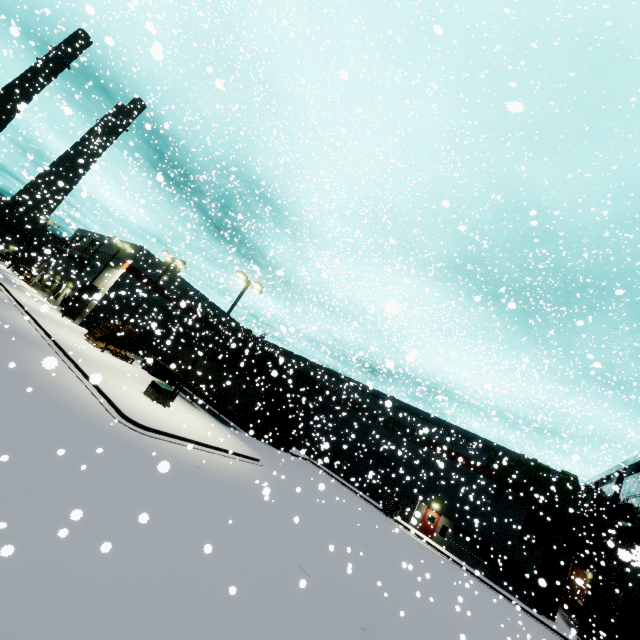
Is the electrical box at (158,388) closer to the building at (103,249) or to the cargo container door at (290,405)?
the cargo container door at (290,405)

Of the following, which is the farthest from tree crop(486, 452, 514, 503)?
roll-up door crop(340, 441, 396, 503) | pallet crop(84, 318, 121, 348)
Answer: pallet crop(84, 318, 121, 348)

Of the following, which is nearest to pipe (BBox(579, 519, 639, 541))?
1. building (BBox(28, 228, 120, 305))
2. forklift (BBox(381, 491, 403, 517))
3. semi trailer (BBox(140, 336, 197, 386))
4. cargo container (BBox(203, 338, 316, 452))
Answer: building (BBox(28, 228, 120, 305))

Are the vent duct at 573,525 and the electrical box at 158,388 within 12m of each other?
no

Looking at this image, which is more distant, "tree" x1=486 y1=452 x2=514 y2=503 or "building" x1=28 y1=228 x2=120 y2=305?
"building" x1=28 y1=228 x2=120 y2=305

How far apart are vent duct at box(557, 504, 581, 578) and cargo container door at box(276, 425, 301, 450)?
24.7m

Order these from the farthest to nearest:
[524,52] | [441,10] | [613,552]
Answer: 1. [524,52]
2. [613,552]
3. [441,10]

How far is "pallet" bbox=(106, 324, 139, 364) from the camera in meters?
28.1
